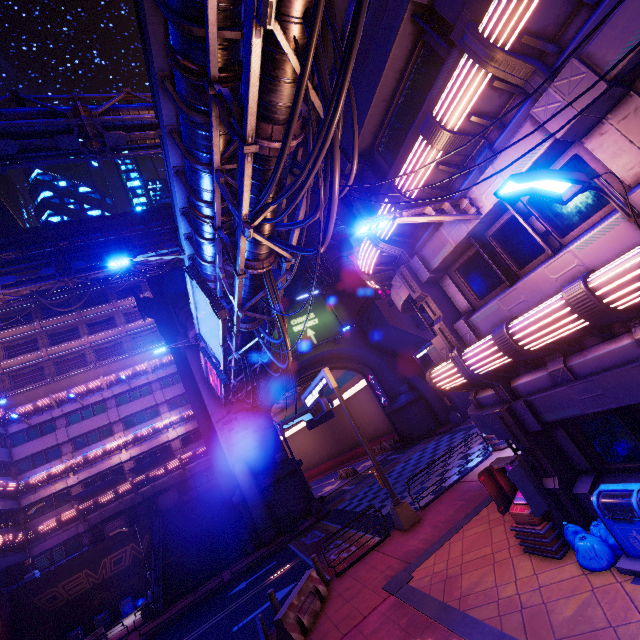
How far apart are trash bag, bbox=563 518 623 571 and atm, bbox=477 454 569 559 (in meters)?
0.12

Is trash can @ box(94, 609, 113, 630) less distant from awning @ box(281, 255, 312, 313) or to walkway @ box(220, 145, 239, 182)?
walkway @ box(220, 145, 239, 182)

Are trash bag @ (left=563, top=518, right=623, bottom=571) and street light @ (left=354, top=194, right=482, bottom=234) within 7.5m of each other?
yes

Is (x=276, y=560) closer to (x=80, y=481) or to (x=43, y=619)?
(x=43, y=619)

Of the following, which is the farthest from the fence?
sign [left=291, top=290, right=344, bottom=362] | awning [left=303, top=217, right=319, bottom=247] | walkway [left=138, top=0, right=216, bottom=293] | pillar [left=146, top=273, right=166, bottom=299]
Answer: pillar [left=146, top=273, right=166, bottom=299]

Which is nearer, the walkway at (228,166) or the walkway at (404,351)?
the walkway at (228,166)

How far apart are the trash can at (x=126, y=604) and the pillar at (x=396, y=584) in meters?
27.9

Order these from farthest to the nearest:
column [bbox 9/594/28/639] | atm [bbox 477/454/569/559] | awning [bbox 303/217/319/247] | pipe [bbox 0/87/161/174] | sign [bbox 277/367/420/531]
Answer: Result: column [bbox 9/594/28/639] → awning [bbox 303/217/319/247] → pipe [bbox 0/87/161/174] → sign [bbox 277/367/420/531] → atm [bbox 477/454/569/559]
